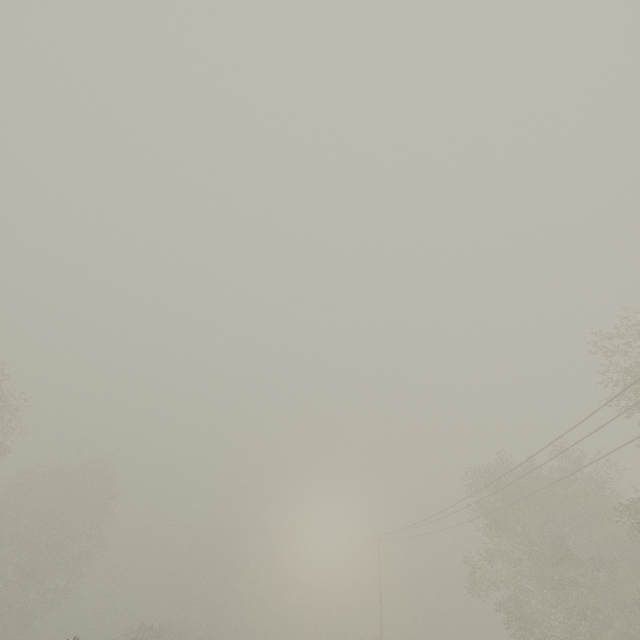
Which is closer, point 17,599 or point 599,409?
point 599,409

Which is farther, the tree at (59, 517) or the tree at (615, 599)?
the tree at (59, 517)

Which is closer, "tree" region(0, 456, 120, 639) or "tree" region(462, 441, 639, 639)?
"tree" region(462, 441, 639, 639)
